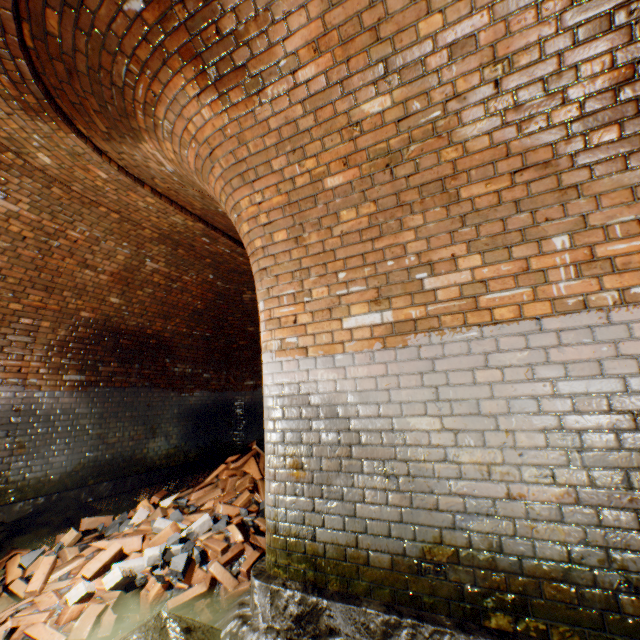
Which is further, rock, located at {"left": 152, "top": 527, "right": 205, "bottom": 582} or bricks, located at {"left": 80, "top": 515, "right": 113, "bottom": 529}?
bricks, located at {"left": 80, "top": 515, "right": 113, "bottom": 529}

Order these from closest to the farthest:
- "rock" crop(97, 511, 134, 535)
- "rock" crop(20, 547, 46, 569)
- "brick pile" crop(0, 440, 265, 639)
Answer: "brick pile" crop(0, 440, 265, 639), "rock" crop(20, 547, 46, 569), "rock" crop(97, 511, 134, 535)

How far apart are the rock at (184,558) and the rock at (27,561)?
1.27m

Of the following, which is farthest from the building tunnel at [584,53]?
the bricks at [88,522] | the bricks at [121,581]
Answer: the bricks at [88,522]

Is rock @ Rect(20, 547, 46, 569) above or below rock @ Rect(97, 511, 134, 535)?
below

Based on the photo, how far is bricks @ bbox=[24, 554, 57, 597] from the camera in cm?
263

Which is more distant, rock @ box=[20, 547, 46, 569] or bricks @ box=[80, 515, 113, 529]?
bricks @ box=[80, 515, 113, 529]

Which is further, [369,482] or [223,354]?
[223,354]
